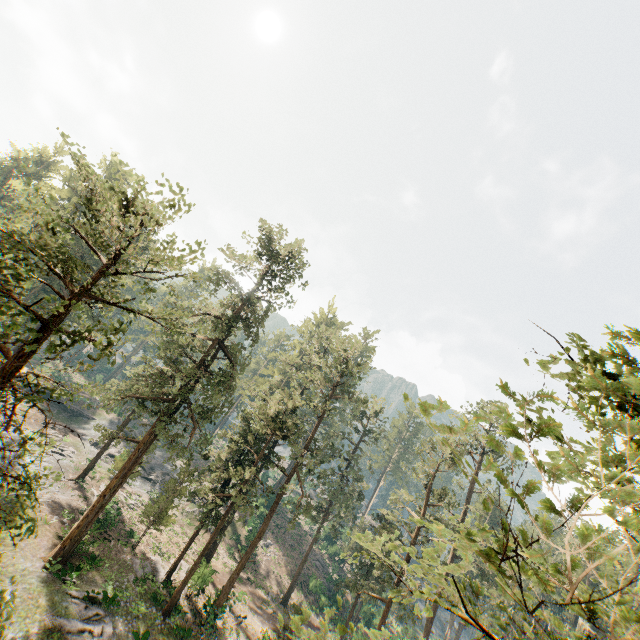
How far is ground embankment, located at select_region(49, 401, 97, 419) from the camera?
50.7m

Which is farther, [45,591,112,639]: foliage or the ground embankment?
the ground embankment

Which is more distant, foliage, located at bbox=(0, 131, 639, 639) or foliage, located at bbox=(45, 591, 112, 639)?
foliage, located at bbox=(45, 591, 112, 639)

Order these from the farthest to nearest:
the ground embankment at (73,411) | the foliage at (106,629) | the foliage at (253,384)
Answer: the ground embankment at (73,411) < the foliage at (106,629) < the foliage at (253,384)

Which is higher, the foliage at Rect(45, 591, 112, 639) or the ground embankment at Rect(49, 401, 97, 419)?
the ground embankment at Rect(49, 401, 97, 419)

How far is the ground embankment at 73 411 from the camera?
50.7 meters

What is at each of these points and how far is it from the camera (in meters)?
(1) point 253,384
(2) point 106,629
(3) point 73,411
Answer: (1) foliage, 39.88
(2) foliage, 20.11
(3) ground embankment, 52.00
